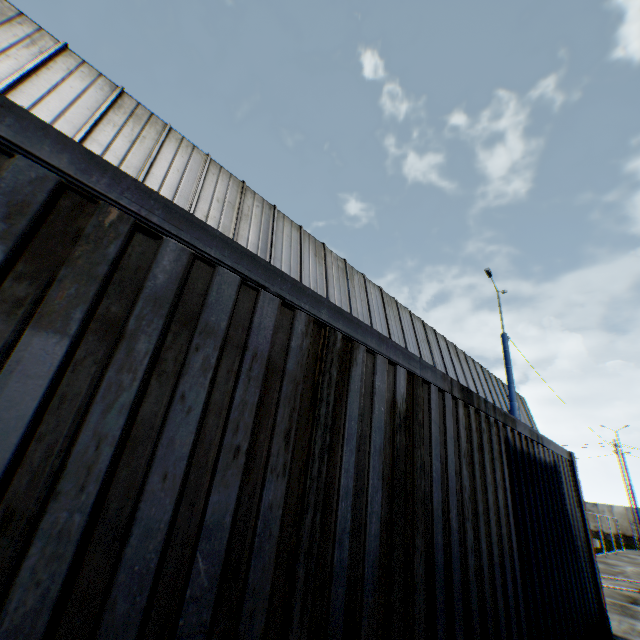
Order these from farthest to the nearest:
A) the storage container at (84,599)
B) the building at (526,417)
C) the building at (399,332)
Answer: the building at (526,417)
the building at (399,332)
the storage container at (84,599)

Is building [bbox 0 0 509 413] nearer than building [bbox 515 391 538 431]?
Yes

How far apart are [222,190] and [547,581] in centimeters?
1215cm

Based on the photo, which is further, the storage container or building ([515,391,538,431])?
building ([515,391,538,431])

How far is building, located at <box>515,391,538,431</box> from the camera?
27.52m

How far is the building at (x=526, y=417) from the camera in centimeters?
2752cm

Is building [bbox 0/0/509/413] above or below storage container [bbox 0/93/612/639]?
above
